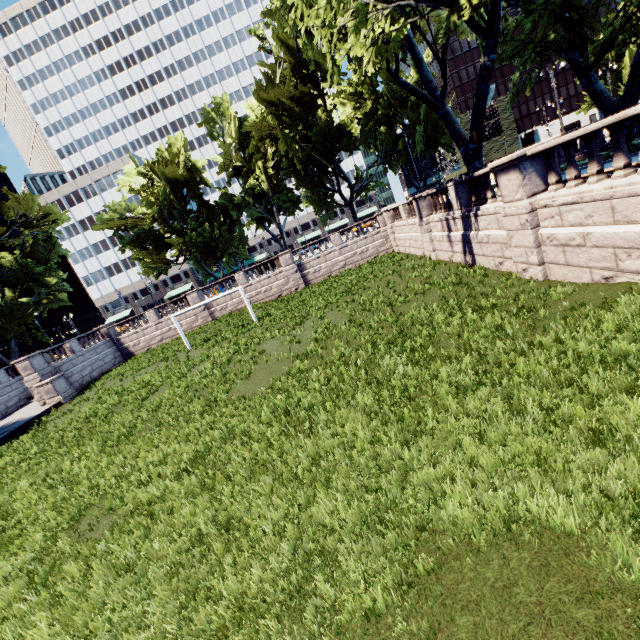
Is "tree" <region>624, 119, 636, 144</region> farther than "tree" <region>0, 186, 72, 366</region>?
No

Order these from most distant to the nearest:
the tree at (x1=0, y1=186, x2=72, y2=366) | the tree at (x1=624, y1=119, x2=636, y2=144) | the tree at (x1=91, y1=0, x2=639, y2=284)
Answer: the tree at (x1=0, y1=186, x2=72, y2=366)
the tree at (x1=624, y1=119, x2=636, y2=144)
the tree at (x1=91, y1=0, x2=639, y2=284)

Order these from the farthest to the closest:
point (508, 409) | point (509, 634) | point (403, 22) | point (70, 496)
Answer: point (403, 22) < point (70, 496) < point (508, 409) < point (509, 634)

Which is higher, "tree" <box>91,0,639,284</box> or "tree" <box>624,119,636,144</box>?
"tree" <box>91,0,639,284</box>

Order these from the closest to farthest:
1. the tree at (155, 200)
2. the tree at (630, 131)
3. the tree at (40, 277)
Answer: the tree at (155, 200) → the tree at (630, 131) → the tree at (40, 277)

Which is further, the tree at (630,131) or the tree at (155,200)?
the tree at (630,131)
